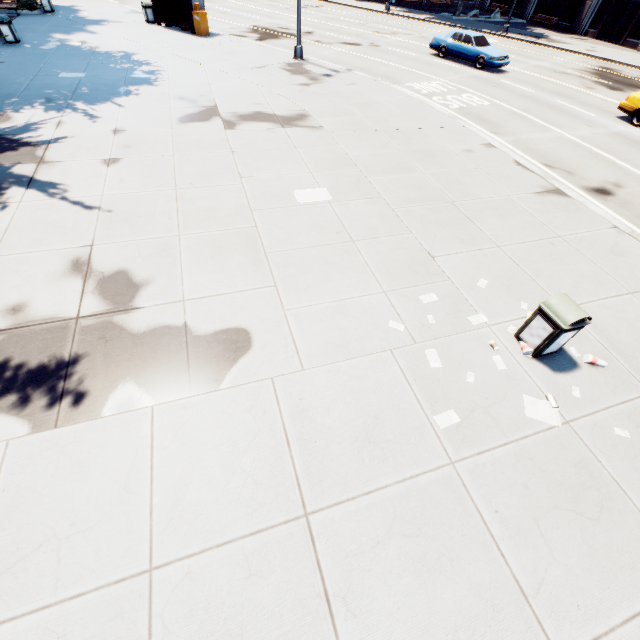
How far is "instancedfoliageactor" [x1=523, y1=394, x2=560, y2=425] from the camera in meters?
4.7

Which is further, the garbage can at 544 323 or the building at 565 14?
the building at 565 14

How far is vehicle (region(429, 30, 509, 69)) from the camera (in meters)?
19.42

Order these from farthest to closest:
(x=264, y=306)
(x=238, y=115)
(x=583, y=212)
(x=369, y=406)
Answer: (x=238, y=115)
(x=583, y=212)
(x=264, y=306)
(x=369, y=406)

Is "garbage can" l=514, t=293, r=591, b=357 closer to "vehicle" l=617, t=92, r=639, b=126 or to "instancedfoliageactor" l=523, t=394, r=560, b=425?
"instancedfoliageactor" l=523, t=394, r=560, b=425

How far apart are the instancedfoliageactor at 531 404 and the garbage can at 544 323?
0.68m

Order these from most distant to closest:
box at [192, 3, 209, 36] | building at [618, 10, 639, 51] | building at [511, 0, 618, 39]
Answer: building at [511, 0, 618, 39] → building at [618, 10, 639, 51] → box at [192, 3, 209, 36]

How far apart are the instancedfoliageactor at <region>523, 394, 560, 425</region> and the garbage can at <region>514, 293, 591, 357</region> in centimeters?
68cm
